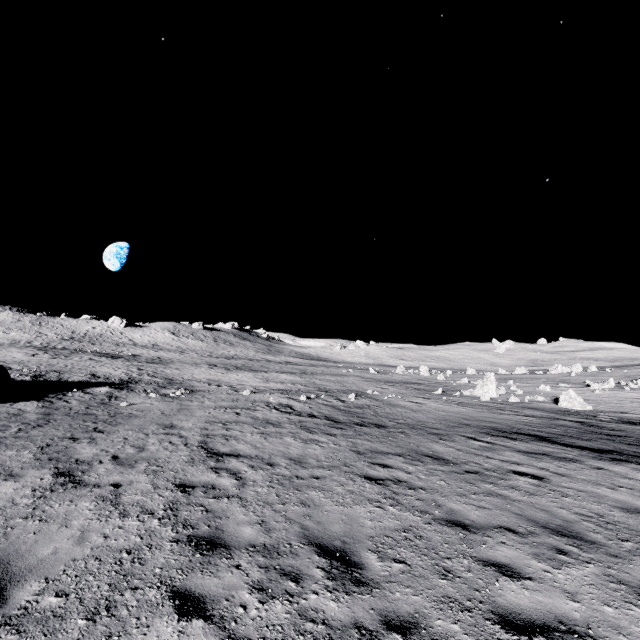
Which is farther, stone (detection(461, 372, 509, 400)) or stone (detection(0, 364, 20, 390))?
stone (detection(461, 372, 509, 400))

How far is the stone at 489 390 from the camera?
25.80m

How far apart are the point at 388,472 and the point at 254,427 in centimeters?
576cm

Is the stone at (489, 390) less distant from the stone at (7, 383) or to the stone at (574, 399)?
the stone at (574, 399)

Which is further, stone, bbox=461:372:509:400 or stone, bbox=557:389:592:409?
stone, bbox=461:372:509:400

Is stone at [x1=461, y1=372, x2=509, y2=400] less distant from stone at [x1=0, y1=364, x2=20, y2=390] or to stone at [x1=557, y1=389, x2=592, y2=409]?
stone at [x1=557, y1=389, x2=592, y2=409]

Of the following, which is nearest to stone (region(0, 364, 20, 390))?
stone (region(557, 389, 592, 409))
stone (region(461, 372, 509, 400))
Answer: stone (region(461, 372, 509, 400))
